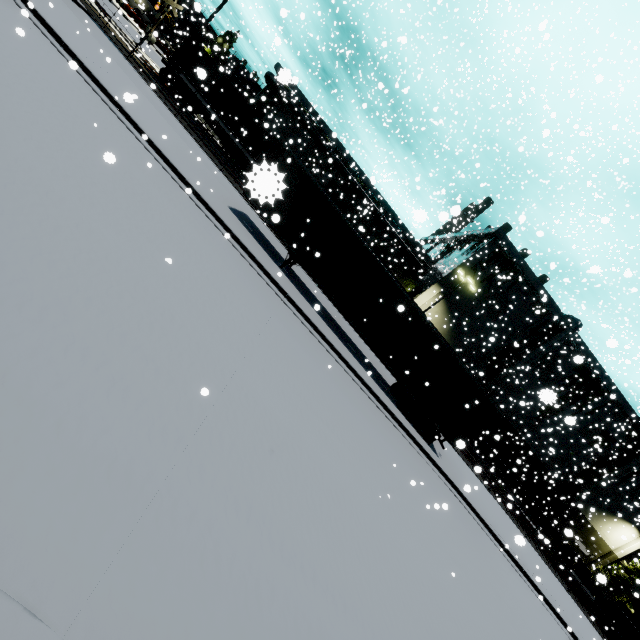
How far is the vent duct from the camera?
31.8 meters

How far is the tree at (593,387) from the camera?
34.2 meters

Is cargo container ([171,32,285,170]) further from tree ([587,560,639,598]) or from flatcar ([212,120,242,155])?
tree ([587,560,639,598])

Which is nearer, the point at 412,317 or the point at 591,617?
the point at 591,617

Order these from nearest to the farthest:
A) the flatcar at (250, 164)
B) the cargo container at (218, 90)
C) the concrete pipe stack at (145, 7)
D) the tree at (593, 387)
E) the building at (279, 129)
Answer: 1. the flatcar at (250, 164)
2. the cargo container at (218, 90)
3. the tree at (593, 387)
4. the concrete pipe stack at (145, 7)
5. the building at (279, 129)

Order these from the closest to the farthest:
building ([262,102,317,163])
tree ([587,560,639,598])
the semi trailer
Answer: the semi trailer
tree ([587,560,639,598])
building ([262,102,317,163])

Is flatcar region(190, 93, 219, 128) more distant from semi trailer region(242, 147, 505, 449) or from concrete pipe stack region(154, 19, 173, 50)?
concrete pipe stack region(154, 19, 173, 50)

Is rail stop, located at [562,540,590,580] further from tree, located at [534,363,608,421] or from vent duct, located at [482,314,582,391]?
vent duct, located at [482,314,582,391]
